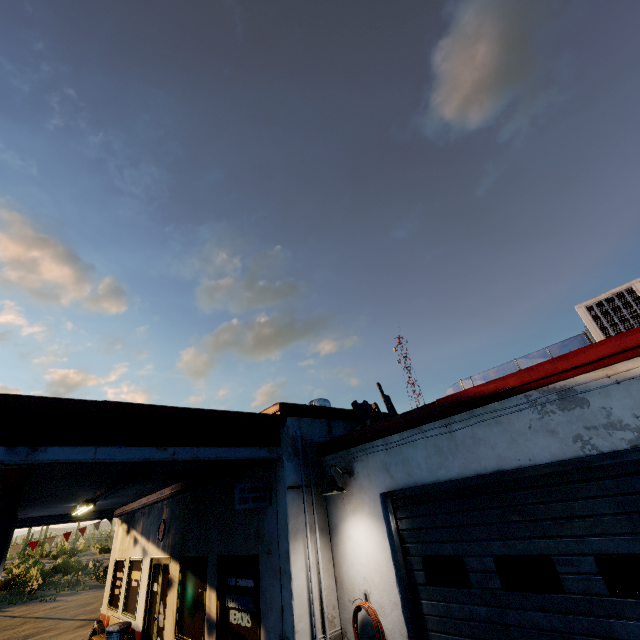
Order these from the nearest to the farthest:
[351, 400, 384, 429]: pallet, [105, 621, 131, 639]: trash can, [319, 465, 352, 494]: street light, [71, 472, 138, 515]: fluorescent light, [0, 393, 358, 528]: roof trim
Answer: [0, 393, 358, 528]: roof trim, [319, 465, 352, 494]: street light, [351, 400, 384, 429]: pallet, [71, 472, 138, 515]: fluorescent light, [105, 621, 131, 639]: trash can

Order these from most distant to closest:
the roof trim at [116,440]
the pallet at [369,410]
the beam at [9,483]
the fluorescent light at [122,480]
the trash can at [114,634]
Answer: the trash can at [114,634] → the fluorescent light at [122,480] → the pallet at [369,410] → the beam at [9,483] → the roof trim at [116,440]

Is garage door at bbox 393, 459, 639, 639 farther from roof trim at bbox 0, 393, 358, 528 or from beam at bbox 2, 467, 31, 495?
beam at bbox 2, 467, 31, 495

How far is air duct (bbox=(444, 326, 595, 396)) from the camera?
4.7 meters

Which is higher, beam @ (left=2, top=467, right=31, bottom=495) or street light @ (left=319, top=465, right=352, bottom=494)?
beam @ (left=2, top=467, right=31, bottom=495)

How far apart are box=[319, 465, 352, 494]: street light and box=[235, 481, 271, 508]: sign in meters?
1.1

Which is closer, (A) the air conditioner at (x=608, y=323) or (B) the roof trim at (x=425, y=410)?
(B) the roof trim at (x=425, y=410)

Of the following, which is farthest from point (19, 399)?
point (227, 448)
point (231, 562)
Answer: point (231, 562)
